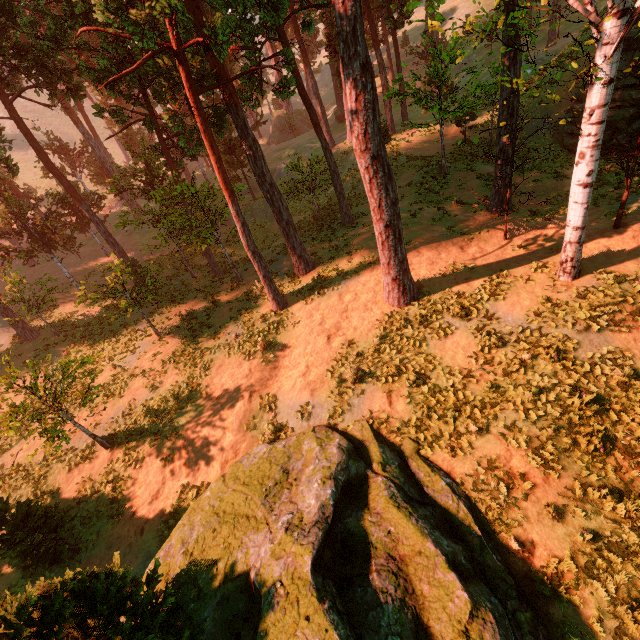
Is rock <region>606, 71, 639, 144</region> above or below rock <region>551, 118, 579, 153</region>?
above

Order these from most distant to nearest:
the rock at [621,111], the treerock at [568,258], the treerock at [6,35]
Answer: the rock at [621,111], the treerock at [6,35], the treerock at [568,258]

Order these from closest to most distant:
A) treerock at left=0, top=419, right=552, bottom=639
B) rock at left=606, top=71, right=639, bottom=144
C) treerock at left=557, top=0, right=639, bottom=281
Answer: treerock at left=0, top=419, right=552, bottom=639
treerock at left=557, top=0, right=639, bottom=281
rock at left=606, top=71, right=639, bottom=144

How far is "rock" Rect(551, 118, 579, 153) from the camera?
20.5m

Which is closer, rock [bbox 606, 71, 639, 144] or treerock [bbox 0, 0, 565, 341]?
treerock [bbox 0, 0, 565, 341]

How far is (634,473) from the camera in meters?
7.9 m

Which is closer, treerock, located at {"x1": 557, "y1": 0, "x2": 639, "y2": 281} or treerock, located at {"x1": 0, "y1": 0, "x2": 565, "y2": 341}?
treerock, located at {"x1": 557, "y1": 0, "x2": 639, "y2": 281}

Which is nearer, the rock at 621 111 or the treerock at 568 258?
the treerock at 568 258
